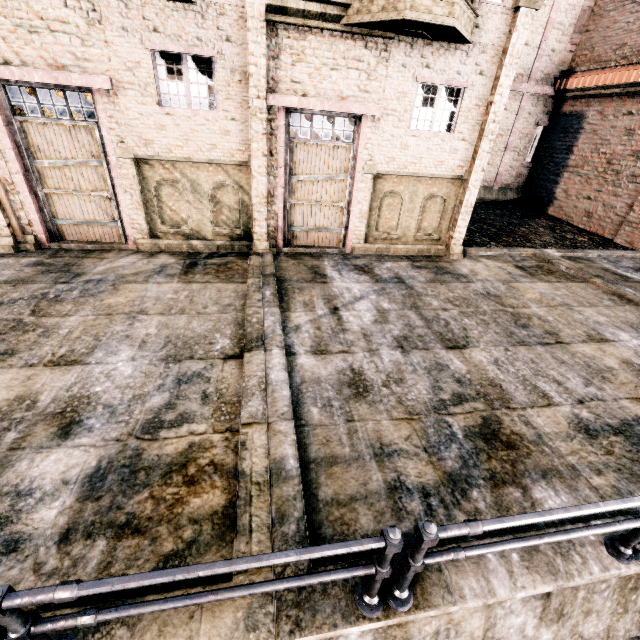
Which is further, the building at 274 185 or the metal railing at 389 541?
the building at 274 185

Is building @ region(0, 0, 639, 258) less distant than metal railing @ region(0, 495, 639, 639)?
No

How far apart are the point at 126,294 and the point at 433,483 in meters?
8.1
